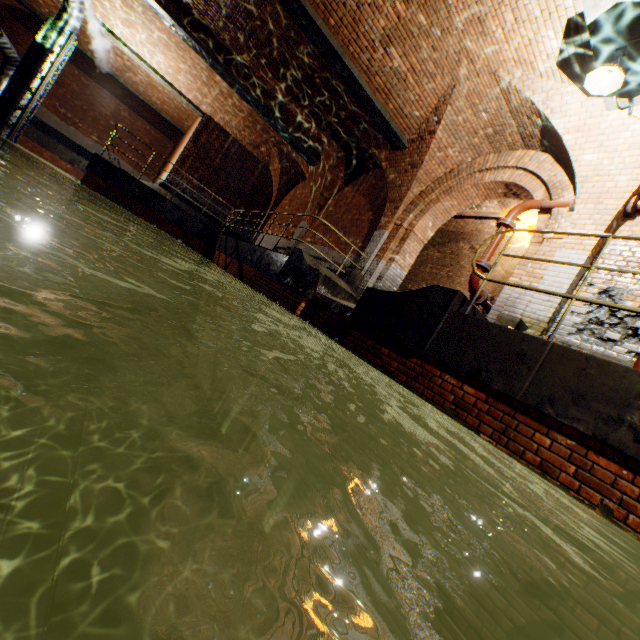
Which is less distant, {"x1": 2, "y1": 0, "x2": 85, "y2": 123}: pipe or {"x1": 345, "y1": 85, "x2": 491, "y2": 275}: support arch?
{"x1": 345, "y1": 85, "x2": 491, "y2": 275}: support arch

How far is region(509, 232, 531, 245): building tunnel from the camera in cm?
986

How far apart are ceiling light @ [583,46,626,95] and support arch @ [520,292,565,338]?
0.7 meters

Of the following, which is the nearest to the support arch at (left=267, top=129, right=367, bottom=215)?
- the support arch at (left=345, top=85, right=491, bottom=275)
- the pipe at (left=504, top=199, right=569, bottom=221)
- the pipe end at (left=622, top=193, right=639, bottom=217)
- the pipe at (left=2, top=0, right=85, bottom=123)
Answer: the support arch at (left=345, top=85, right=491, bottom=275)

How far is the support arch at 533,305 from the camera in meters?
5.4 m

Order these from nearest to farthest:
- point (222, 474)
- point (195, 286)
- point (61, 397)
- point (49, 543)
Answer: point (49, 543) < point (222, 474) < point (61, 397) < point (195, 286)

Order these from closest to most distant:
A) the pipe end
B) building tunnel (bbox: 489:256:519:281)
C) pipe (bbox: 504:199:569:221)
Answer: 1. the pipe end
2. pipe (bbox: 504:199:569:221)
3. building tunnel (bbox: 489:256:519:281)

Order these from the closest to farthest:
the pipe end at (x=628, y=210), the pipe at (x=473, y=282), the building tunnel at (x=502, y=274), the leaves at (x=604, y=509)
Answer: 1. the leaves at (x=604, y=509)
2. the pipe end at (x=628, y=210)
3. the pipe at (x=473, y=282)
4. the building tunnel at (x=502, y=274)
